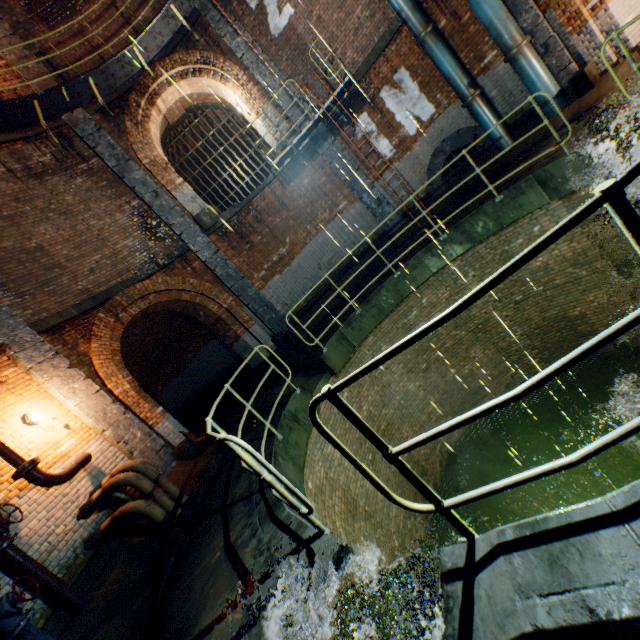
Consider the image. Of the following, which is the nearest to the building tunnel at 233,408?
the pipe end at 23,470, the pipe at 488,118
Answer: the pipe end at 23,470

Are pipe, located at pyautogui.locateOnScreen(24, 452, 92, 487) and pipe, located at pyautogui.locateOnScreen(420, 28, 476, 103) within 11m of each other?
no

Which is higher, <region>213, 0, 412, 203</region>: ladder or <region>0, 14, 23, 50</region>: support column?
<region>0, 14, 23, 50</region>: support column

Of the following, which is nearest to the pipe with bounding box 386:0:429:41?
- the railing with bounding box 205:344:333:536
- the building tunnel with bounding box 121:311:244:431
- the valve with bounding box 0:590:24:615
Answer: the railing with bounding box 205:344:333:536

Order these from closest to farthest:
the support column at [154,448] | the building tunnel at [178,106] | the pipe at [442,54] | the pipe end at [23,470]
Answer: the pipe end at [23,470]
the support column at [154,448]
the pipe at [442,54]
the building tunnel at [178,106]

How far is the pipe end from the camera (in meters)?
4.98

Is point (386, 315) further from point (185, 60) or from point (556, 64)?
point (185, 60)

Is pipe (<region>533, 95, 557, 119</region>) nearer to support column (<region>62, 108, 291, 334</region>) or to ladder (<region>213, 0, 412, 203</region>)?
ladder (<region>213, 0, 412, 203</region>)
